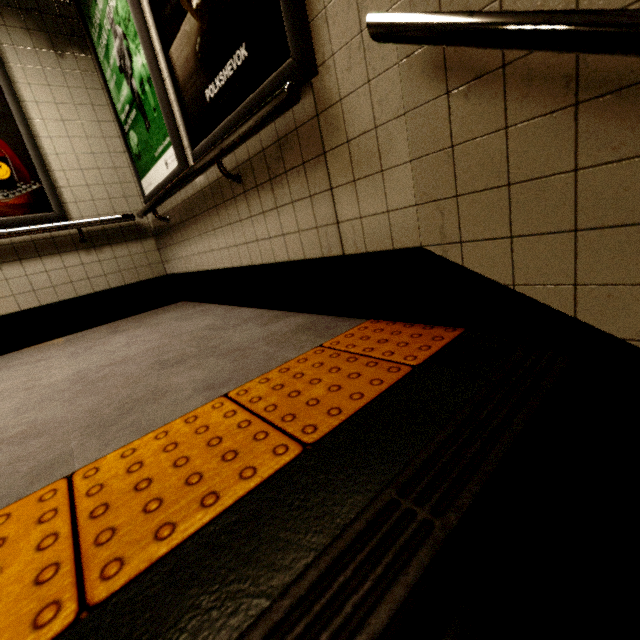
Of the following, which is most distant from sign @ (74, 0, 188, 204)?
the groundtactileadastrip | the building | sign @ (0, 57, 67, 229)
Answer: the groundtactileadastrip

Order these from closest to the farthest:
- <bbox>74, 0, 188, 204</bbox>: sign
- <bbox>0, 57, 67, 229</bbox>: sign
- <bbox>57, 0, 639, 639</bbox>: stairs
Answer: <bbox>57, 0, 639, 639</bbox>: stairs < <bbox>74, 0, 188, 204</bbox>: sign < <bbox>0, 57, 67, 229</bbox>: sign

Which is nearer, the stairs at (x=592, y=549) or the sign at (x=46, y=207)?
the stairs at (x=592, y=549)

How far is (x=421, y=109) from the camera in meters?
1.0

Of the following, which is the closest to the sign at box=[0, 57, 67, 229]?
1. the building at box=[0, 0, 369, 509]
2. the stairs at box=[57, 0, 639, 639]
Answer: the building at box=[0, 0, 369, 509]

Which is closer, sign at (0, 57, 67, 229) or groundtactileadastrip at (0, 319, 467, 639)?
groundtactileadastrip at (0, 319, 467, 639)

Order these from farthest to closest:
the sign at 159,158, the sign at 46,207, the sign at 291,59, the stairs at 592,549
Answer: the sign at 46,207, the sign at 159,158, the sign at 291,59, the stairs at 592,549

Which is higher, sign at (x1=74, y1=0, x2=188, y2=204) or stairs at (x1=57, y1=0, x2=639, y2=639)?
sign at (x1=74, y1=0, x2=188, y2=204)
